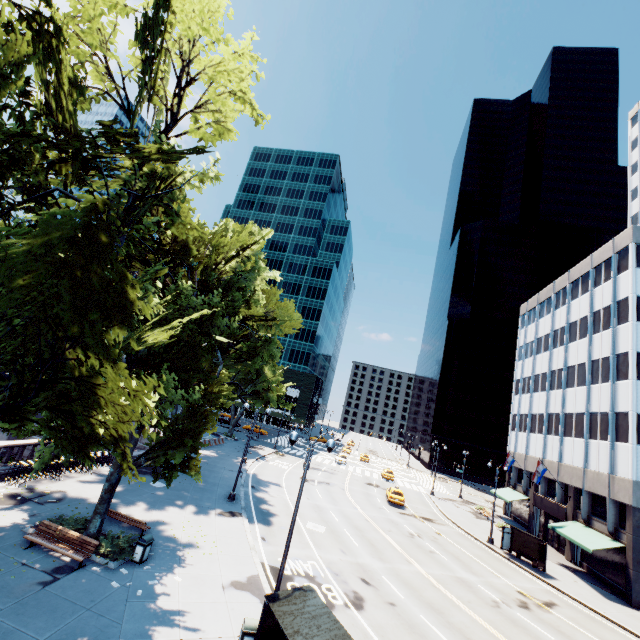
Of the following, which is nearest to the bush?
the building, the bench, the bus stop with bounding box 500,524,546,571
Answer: the bench

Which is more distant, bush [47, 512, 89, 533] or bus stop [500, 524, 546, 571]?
bus stop [500, 524, 546, 571]

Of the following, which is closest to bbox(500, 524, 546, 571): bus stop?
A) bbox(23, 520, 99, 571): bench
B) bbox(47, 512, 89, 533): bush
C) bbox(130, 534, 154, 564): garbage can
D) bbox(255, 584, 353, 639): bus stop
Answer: bbox(255, 584, 353, 639): bus stop

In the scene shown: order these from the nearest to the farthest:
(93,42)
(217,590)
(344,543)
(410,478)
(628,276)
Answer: (93,42), (217,590), (344,543), (628,276), (410,478)

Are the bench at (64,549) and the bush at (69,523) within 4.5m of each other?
yes

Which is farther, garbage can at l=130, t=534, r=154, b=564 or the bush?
the bush

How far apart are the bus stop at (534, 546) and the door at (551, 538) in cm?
952

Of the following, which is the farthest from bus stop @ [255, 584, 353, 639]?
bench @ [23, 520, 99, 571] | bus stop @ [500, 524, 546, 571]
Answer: bus stop @ [500, 524, 546, 571]
